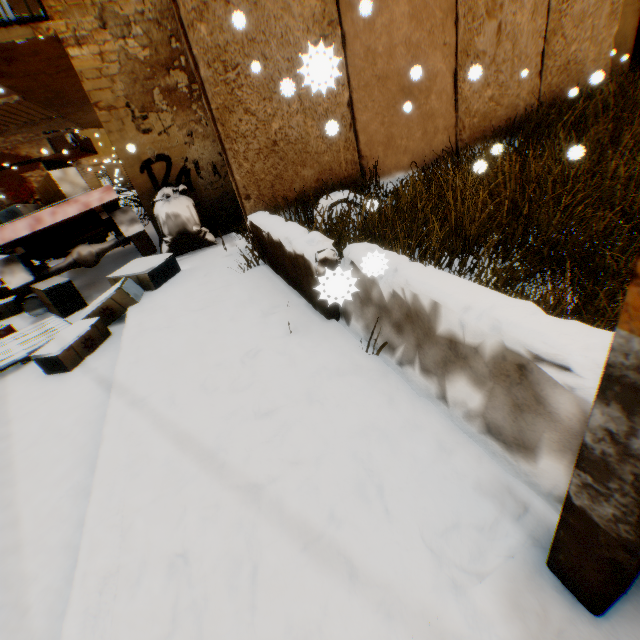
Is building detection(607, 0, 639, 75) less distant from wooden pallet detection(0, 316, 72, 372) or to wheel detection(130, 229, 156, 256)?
wheel detection(130, 229, 156, 256)

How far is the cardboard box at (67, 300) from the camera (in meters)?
3.56

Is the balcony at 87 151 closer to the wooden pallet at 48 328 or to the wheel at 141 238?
the wheel at 141 238

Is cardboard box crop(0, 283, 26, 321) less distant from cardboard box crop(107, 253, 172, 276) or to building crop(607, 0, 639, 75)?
building crop(607, 0, 639, 75)

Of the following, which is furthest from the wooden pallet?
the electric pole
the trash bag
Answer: the electric pole

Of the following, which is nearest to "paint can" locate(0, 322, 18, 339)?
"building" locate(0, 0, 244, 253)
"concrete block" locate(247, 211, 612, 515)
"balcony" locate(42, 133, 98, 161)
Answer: "building" locate(0, 0, 244, 253)

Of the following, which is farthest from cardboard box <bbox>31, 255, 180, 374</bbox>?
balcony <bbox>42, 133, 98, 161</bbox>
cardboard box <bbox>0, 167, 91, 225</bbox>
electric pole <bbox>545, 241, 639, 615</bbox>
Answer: balcony <bbox>42, 133, 98, 161</bbox>

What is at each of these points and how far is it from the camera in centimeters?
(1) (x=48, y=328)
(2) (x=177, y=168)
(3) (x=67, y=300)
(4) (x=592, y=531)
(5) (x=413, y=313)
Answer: (1) wooden pallet, 448cm
(2) building, 589cm
(3) cardboard box, 508cm
(4) electric pole, 88cm
(5) concrete block, 189cm
